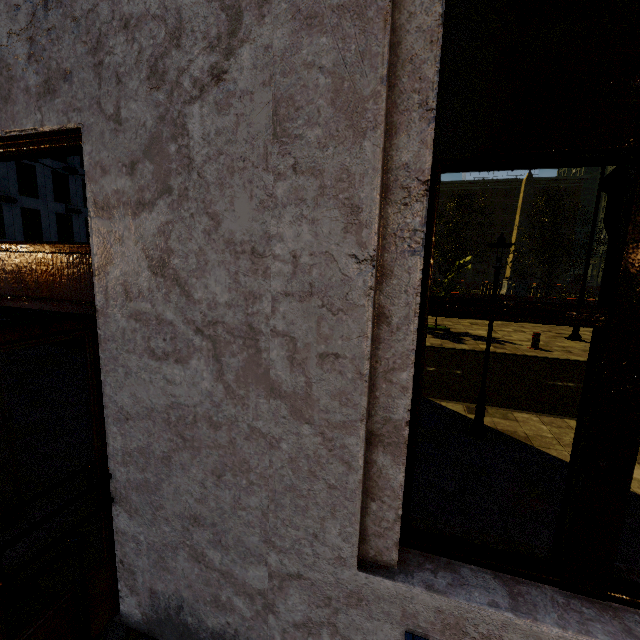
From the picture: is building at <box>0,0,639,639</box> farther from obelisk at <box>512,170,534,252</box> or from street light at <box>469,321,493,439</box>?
obelisk at <box>512,170,534,252</box>

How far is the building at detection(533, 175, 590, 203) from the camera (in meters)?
57.28

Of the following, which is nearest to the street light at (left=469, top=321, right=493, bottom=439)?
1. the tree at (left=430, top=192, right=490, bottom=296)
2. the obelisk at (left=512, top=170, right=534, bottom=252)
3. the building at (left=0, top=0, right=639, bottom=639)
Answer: the building at (left=0, top=0, right=639, bottom=639)

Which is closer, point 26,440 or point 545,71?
point 545,71

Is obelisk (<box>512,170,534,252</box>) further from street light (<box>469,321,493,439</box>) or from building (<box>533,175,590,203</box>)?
building (<box>533,175,590,203</box>)

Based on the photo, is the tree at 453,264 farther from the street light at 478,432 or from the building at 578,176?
the street light at 478,432

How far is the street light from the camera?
4.8m
